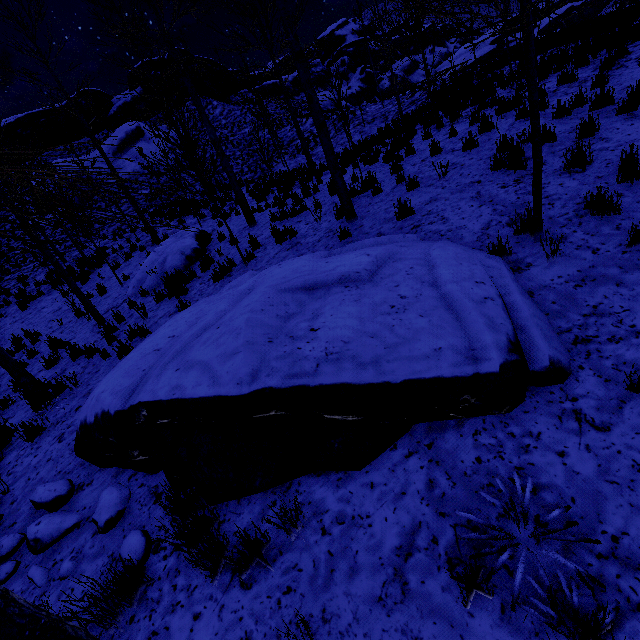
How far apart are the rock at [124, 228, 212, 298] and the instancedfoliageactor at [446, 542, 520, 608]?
8.8 meters

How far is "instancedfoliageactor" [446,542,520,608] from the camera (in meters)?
1.95

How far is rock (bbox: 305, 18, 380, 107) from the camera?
43.11m

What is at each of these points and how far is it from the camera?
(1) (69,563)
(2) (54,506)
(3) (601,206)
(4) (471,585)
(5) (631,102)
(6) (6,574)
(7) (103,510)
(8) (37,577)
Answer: (1) rock, 3.0 meters
(2) rock, 3.7 meters
(3) instancedfoliageactor, 4.1 meters
(4) instancedfoliageactor, 2.0 meters
(5) instancedfoliageactor, 5.6 meters
(6) rock, 3.3 meters
(7) rock, 3.3 meters
(8) rock, 3.1 meters

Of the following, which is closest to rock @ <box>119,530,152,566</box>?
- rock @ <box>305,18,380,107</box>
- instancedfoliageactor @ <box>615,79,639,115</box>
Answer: instancedfoliageactor @ <box>615,79,639,115</box>

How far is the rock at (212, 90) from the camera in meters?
34.2 m

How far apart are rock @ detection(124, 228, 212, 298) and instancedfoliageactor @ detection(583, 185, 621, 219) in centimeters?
848cm

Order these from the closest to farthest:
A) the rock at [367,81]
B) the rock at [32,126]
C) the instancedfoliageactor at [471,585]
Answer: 1. the instancedfoliageactor at [471,585]
2. the rock at [32,126]
3. the rock at [367,81]
